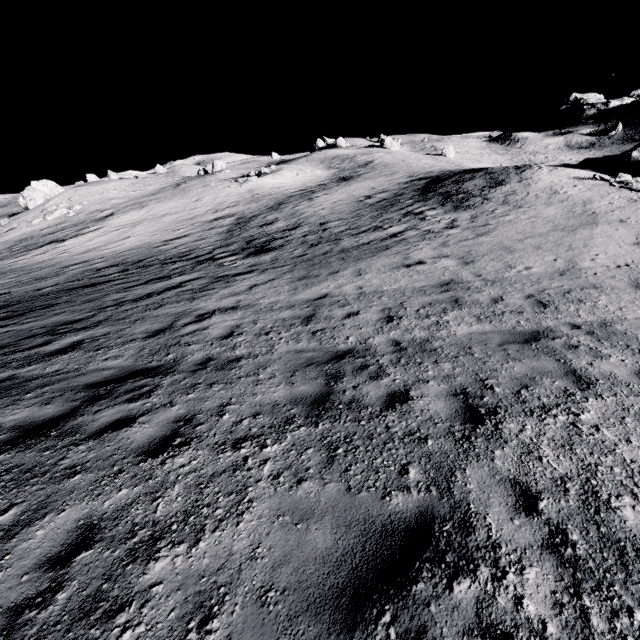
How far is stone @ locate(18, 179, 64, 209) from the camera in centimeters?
4256cm

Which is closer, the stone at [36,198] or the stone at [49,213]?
the stone at [49,213]

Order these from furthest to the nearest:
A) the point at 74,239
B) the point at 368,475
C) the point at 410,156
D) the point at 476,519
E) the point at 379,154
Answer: the point at 379,154
the point at 410,156
the point at 74,239
the point at 368,475
the point at 476,519

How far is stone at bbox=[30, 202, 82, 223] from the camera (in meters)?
36.84

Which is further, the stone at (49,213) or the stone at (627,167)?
the stone at (49,213)

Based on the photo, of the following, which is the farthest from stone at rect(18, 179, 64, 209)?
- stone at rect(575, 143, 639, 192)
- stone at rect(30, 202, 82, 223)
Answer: stone at rect(575, 143, 639, 192)

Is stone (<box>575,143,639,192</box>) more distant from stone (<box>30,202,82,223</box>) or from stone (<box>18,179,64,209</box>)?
stone (<box>18,179,64,209</box>)
